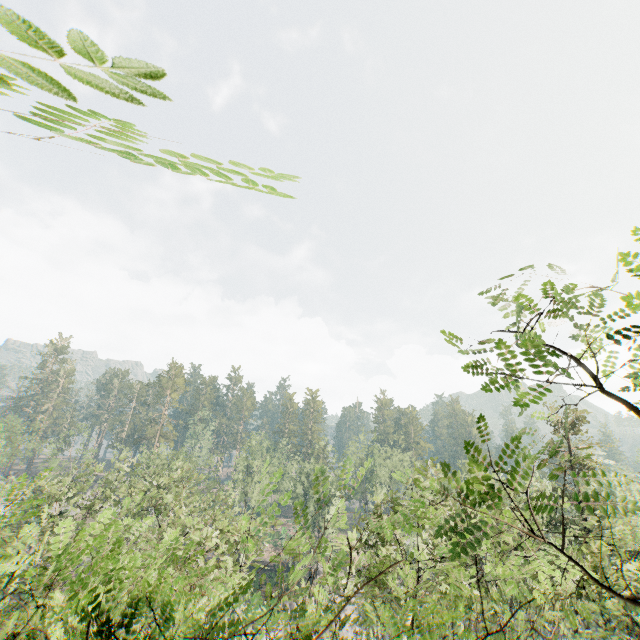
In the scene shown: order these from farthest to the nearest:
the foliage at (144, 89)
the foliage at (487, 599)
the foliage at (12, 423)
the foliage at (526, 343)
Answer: the foliage at (12, 423) < the foliage at (487, 599) < the foliage at (526, 343) < the foliage at (144, 89)

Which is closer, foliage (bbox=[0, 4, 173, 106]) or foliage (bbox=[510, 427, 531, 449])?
foliage (bbox=[0, 4, 173, 106])

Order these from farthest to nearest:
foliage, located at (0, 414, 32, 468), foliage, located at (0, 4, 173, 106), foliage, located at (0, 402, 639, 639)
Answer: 1. foliage, located at (0, 414, 32, 468)
2. foliage, located at (0, 402, 639, 639)
3. foliage, located at (0, 4, 173, 106)

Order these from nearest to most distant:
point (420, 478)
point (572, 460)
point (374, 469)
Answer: point (420, 478) < point (572, 460) < point (374, 469)

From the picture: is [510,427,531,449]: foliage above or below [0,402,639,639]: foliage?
above

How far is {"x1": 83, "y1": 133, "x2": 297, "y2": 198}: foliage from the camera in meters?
1.1 m

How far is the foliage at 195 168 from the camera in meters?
1.1
